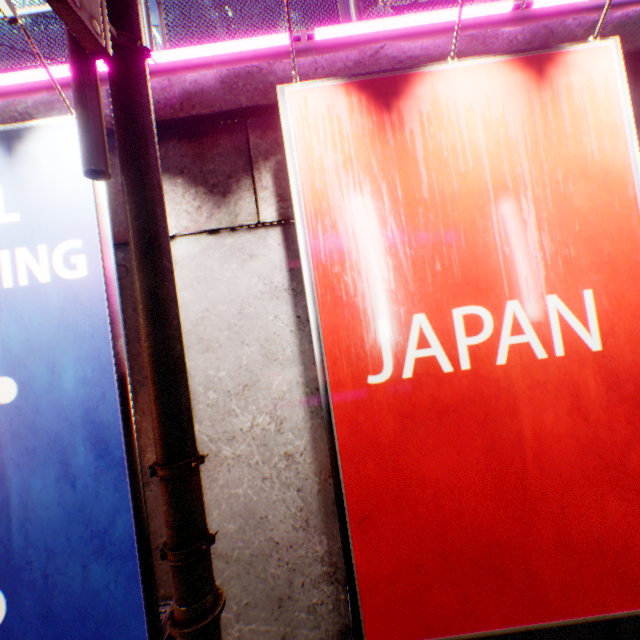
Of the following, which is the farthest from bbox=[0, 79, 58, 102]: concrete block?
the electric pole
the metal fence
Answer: the electric pole

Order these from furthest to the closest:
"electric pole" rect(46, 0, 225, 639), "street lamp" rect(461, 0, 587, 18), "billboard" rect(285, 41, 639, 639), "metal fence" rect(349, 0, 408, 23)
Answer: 1. "metal fence" rect(349, 0, 408, 23)
2. "street lamp" rect(461, 0, 587, 18)
3. "billboard" rect(285, 41, 639, 639)
4. "electric pole" rect(46, 0, 225, 639)

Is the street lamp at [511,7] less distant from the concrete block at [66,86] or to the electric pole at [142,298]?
the concrete block at [66,86]

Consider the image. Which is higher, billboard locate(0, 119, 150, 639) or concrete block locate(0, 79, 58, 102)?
concrete block locate(0, 79, 58, 102)

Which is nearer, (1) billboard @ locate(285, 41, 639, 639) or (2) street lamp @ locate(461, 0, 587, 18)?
(1) billboard @ locate(285, 41, 639, 639)

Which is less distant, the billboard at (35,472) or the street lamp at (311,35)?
the billboard at (35,472)

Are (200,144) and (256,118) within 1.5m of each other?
yes
